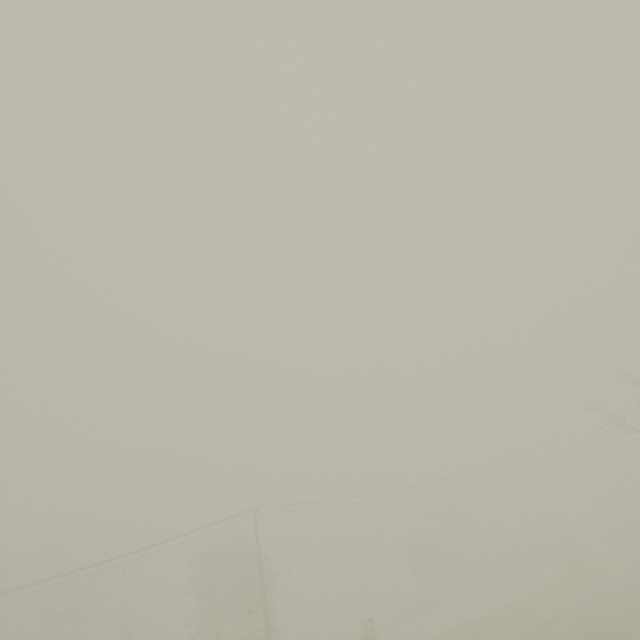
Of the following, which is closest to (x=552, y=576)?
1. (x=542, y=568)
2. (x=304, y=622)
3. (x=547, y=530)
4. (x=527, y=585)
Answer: (x=527, y=585)
